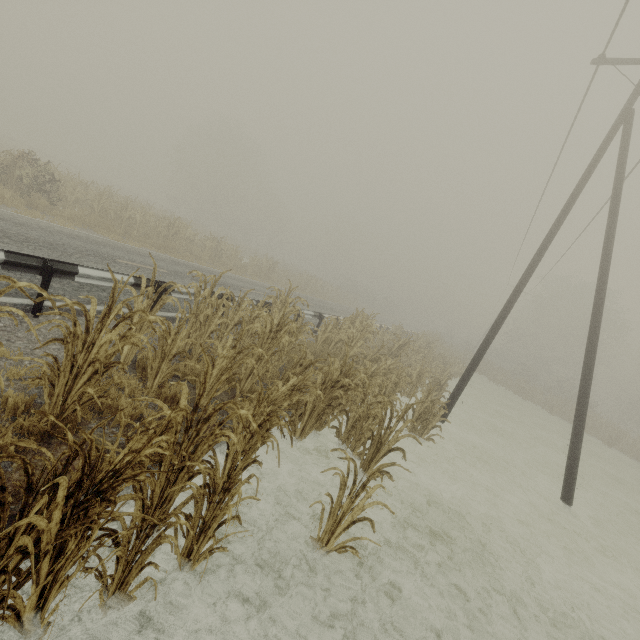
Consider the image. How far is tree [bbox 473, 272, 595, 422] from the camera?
31.1 meters

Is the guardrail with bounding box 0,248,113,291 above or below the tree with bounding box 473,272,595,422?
below

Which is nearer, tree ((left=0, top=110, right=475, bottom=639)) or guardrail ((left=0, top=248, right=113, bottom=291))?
tree ((left=0, top=110, right=475, bottom=639))

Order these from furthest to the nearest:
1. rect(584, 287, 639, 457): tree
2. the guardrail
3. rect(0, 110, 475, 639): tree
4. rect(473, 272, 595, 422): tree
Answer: rect(473, 272, 595, 422): tree < rect(584, 287, 639, 457): tree < the guardrail < rect(0, 110, 475, 639): tree

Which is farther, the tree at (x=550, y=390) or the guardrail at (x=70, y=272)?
the tree at (x=550, y=390)

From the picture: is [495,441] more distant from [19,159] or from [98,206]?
[19,159]

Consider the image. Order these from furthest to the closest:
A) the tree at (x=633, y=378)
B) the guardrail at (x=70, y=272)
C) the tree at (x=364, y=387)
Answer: the tree at (x=633, y=378) → the guardrail at (x=70, y=272) → the tree at (x=364, y=387)
